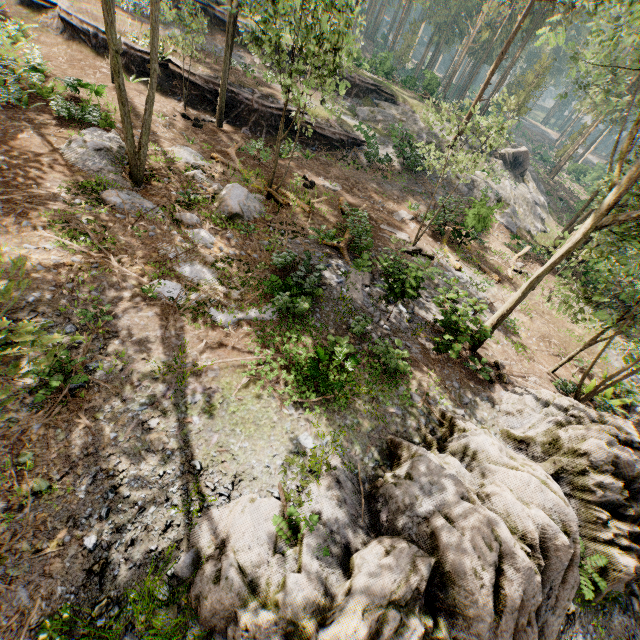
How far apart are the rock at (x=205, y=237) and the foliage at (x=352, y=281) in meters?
5.4

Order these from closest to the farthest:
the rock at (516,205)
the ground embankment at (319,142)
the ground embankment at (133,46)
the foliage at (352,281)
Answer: the foliage at (352,281)
the ground embankment at (133,46)
the ground embankment at (319,142)
the rock at (516,205)

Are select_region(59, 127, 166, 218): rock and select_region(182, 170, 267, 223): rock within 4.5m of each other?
yes

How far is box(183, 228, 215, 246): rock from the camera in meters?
12.0

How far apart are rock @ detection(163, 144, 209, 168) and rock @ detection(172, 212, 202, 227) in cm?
469

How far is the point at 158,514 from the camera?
6.24m

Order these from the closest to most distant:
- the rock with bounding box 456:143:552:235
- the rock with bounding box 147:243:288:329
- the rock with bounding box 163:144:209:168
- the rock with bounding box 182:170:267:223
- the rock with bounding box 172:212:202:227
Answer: the rock with bounding box 147:243:288:329
the rock with bounding box 172:212:202:227
the rock with bounding box 182:170:267:223
the rock with bounding box 163:144:209:168
the rock with bounding box 456:143:552:235

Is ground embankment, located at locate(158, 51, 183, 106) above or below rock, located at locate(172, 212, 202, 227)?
above
